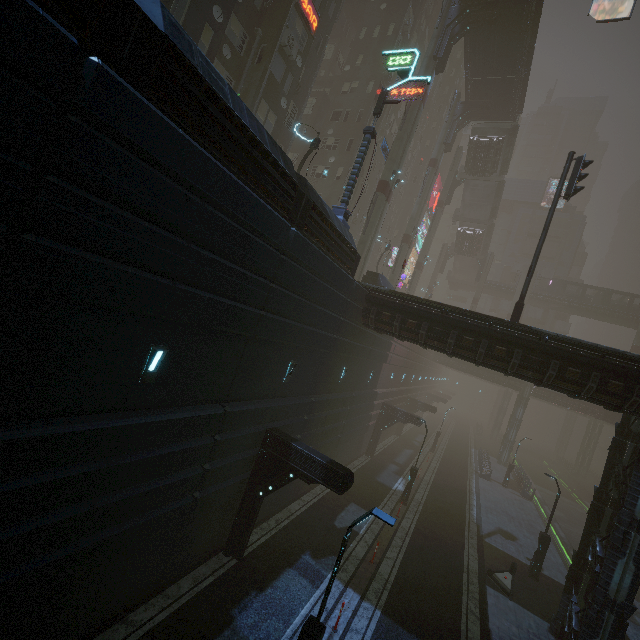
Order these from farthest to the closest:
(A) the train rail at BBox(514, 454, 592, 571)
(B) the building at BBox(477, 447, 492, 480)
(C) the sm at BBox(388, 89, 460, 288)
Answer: (C) the sm at BBox(388, 89, 460, 288) → (B) the building at BBox(477, 447, 492, 480) → (A) the train rail at BBox(514, 454, 592, 571)

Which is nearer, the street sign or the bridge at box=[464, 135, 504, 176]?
the street sign

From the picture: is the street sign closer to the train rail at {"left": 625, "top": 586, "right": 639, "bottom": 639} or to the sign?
the sign

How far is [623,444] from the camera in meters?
14.0 m

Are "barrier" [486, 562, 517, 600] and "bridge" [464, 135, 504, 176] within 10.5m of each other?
no

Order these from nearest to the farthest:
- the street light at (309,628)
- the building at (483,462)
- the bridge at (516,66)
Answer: the street light at (309,628), the bridge at (516,66), the building at (483,462)

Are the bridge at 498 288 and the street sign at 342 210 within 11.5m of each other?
no

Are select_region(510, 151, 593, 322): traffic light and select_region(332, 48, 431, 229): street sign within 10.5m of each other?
yes
